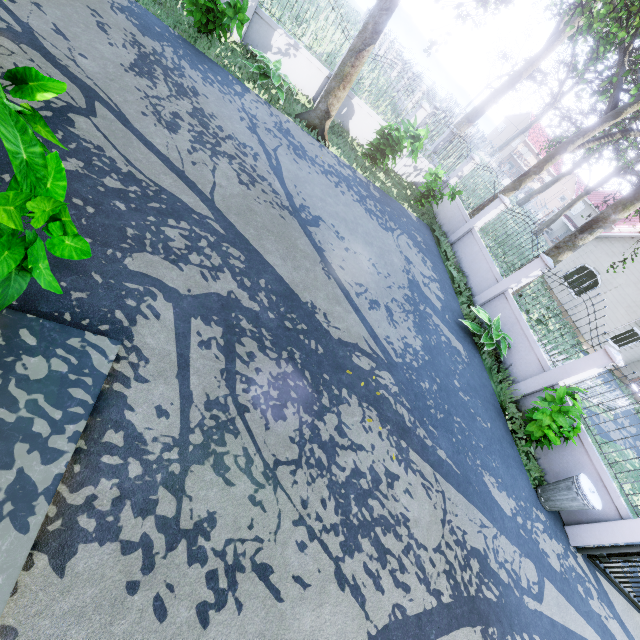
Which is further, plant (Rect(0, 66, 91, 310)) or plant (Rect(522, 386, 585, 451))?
plant (Rect(522, 386, 585, 451))

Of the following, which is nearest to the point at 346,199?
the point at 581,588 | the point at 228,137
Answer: the point at 228,137

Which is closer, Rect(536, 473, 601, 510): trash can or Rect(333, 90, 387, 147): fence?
Rect(536, 473, 601, 510): trash can

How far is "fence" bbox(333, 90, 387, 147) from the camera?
11.9 meters

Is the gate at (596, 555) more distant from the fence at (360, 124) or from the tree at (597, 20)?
the tree at (597, 20)

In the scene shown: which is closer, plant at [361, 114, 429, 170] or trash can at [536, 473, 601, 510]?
trash can at [536, 473, 601, 510]

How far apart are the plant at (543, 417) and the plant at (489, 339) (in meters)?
1.66

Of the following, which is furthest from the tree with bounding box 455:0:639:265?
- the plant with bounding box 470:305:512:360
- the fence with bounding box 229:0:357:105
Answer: the plant with bounding box 470:305:512:360
